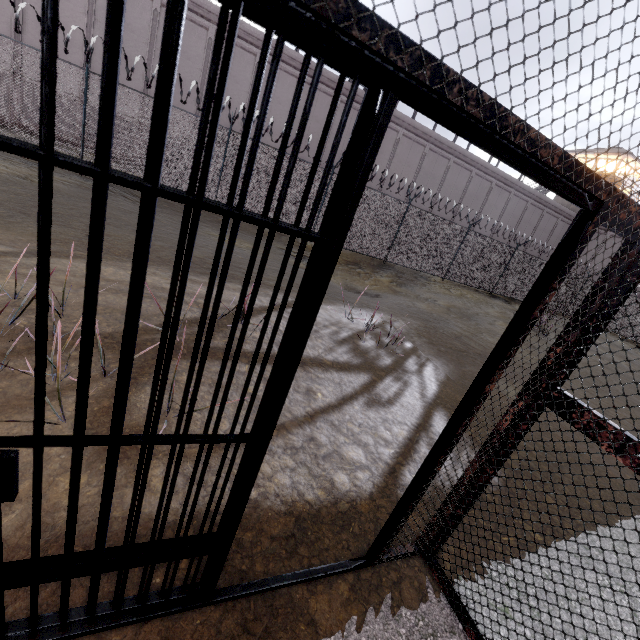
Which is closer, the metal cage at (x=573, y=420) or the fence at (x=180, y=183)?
the metal cage at (x=573, y=420)

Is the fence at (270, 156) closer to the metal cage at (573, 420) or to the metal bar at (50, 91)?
the metal cage at (573, 420)

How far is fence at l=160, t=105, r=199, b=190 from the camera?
10.3m

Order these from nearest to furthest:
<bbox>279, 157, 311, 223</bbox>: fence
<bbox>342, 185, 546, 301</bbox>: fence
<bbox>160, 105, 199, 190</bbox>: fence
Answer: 1. <bbox>160, 105, 199, 190</bbox>: fence
2. <bbox>279, 157, 311, 223</bbox>: fence
3. <bbox>342, 185, 546, 301</bbox>: fence

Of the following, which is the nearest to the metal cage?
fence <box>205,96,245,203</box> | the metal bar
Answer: the metal bar

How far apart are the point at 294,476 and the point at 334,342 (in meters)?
2.88
